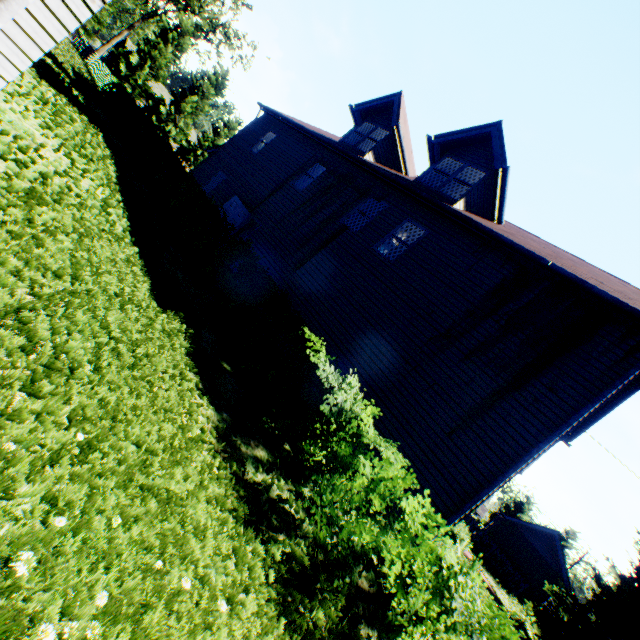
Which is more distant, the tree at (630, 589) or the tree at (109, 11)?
the tree at (109, 11)

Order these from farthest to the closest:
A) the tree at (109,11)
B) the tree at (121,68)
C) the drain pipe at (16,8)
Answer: the tree at (121,68) < the tree at (109,11) < the drain pipe at (16,8)

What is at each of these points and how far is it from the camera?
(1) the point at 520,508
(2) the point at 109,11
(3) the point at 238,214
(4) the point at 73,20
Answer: (1) tree, 48.0m
(2) tree, 31.1m
(3) door, 14.0m
(4) chimney, 4.8m

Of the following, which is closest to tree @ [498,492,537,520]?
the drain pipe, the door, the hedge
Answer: the drain pipe

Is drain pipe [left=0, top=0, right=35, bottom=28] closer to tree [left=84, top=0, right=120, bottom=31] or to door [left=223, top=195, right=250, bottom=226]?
tree [left=84, top=0, right=120, bottom=31]

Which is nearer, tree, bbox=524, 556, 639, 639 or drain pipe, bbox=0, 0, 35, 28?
drain pipe, bbox=0, 0, 35, 28

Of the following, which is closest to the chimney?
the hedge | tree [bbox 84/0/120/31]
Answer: the hedge

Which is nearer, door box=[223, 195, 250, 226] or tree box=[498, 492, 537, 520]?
door box=[223, 195, 250, 226]
